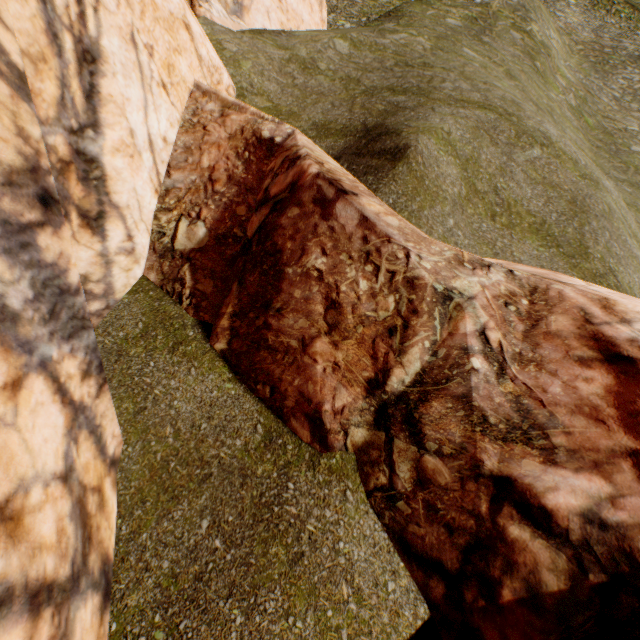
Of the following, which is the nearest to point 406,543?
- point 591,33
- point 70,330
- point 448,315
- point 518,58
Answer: point 448,315
